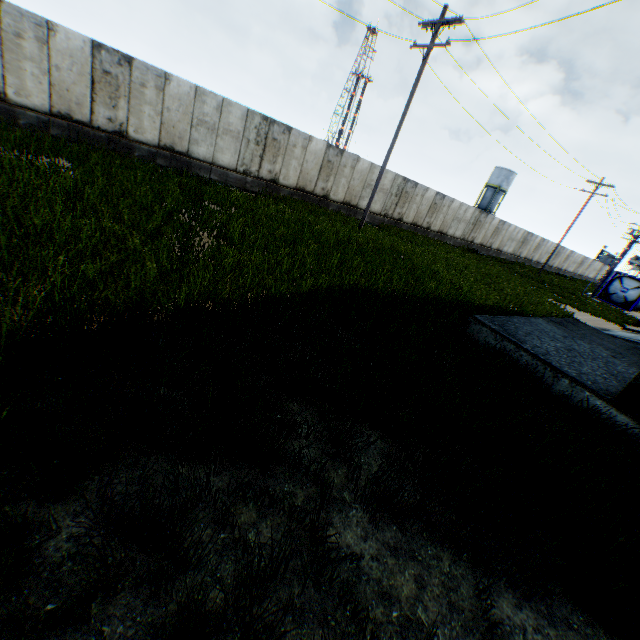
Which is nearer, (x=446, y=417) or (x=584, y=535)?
(x=584, y=535)

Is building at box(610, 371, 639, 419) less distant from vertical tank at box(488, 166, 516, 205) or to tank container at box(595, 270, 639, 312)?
tank container at box(595, 270, 639, 312)

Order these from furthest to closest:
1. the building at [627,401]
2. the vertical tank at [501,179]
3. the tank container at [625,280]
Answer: the vertical tank at [501,179]
the tank container at [625,280]
the building at [627,401]

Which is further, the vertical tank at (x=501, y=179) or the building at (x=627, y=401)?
the vertical tank at (x=501, y=179)

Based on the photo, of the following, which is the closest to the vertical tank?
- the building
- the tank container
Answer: the tank container

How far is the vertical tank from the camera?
57.8m
